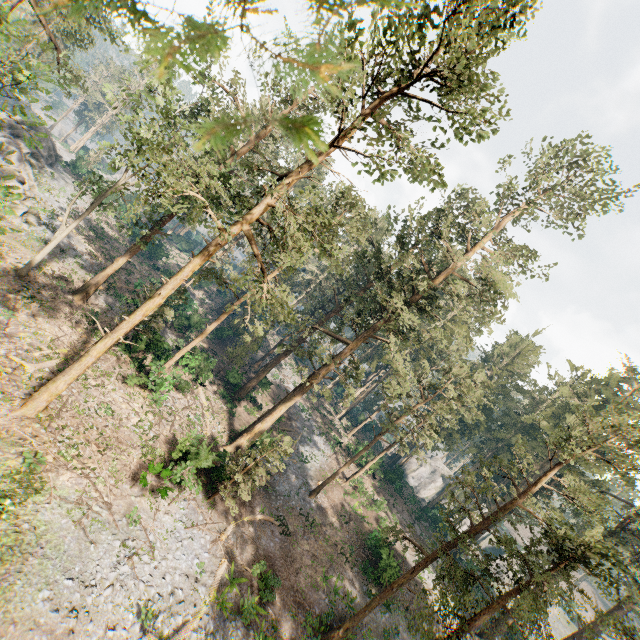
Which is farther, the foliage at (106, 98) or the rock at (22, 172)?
the rock at (22, 172)

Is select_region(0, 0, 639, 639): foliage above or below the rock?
above

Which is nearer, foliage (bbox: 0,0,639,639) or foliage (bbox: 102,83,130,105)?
foliage (bbox: 0,0,639,639)

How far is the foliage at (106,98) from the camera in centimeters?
1877cm

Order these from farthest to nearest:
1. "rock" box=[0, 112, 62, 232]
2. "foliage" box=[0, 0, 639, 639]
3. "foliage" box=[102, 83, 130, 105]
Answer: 1. "rock" box=[0, 112, 62, 232]
2. "foliage" box=[102, 83, 130, 105]
3. "foliage" box=[0, 0, 639, 639]

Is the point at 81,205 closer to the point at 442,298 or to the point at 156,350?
the point at 156,350

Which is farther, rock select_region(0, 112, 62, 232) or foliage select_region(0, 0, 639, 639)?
rock select_region(0, 112, 62, 232)
